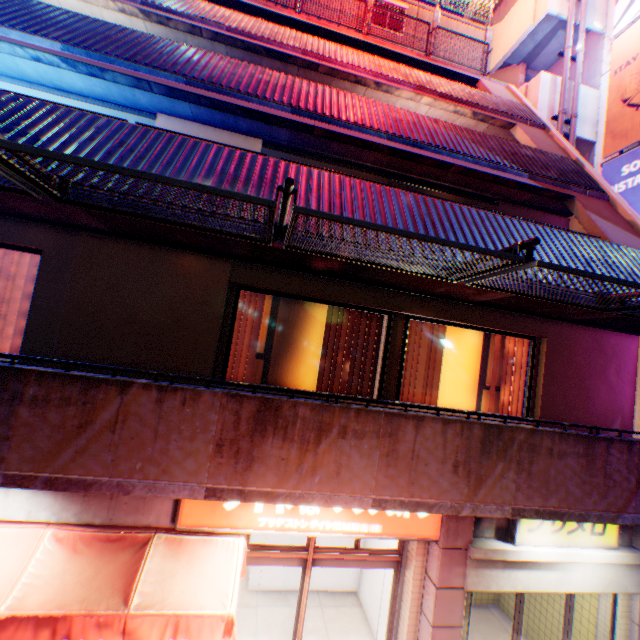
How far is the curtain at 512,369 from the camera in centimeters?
627cm

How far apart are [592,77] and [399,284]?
15.2 meters

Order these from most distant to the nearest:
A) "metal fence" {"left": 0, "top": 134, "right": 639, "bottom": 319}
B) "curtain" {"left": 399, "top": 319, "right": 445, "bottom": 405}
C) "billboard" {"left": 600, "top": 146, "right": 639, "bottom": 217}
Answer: "billboard" {"left": 600, "top": 146, "right": 639, "bottom": 217} → "curtain" {"left": 399, "top": 319, "right": 445, "bottom": 405} → "metal fence" {"left": 0, "top": 134, "right": 639, "bottom": 319}

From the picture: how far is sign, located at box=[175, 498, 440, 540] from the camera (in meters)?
4.53

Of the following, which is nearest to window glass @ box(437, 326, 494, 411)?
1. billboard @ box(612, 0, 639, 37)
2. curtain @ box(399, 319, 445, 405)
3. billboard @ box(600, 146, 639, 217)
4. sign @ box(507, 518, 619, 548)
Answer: curtain @ box(399, 319, 445, 405)

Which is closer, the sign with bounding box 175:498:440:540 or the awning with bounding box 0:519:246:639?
the awning with bounding box 0:519:246:639

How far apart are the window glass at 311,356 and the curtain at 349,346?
0.2m

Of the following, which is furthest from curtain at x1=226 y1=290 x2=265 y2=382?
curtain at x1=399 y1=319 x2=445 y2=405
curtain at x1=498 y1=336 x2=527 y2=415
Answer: curtain at x1=498 y1=336 x2=527 y2=415
